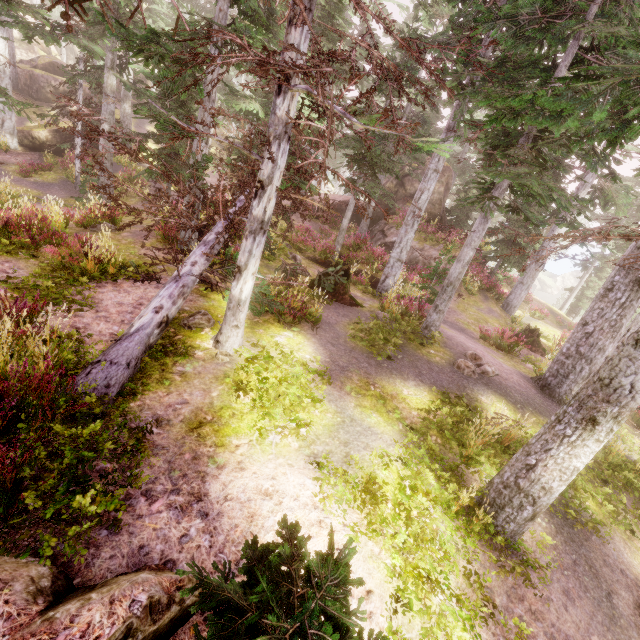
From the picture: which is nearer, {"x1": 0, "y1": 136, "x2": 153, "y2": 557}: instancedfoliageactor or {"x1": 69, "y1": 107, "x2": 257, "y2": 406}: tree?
{"x1": 0, "y1": 136, "x2": 153, "y2": 557}: instancedfoliageactor

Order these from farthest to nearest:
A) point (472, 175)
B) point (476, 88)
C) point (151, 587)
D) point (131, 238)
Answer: point (472, 175), point (131, 238), point (476, 88), point (151, 587)

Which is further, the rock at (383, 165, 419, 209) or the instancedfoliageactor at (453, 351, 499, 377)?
the rock at (383, 165, 419, 209)

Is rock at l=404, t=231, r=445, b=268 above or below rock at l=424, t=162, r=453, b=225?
below

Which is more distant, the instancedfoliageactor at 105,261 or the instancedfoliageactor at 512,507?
the instancedfoliageactor at 512,507

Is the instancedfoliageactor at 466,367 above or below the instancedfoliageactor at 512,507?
below

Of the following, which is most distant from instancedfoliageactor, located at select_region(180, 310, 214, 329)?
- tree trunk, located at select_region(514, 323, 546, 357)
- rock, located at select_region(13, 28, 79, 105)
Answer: tree trunk, located at select_region(514, 323, 546, 357)

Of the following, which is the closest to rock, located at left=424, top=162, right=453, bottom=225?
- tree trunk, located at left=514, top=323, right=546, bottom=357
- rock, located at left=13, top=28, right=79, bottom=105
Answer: tree trunk, located at left=514, top=323, right=546, bottom=357
